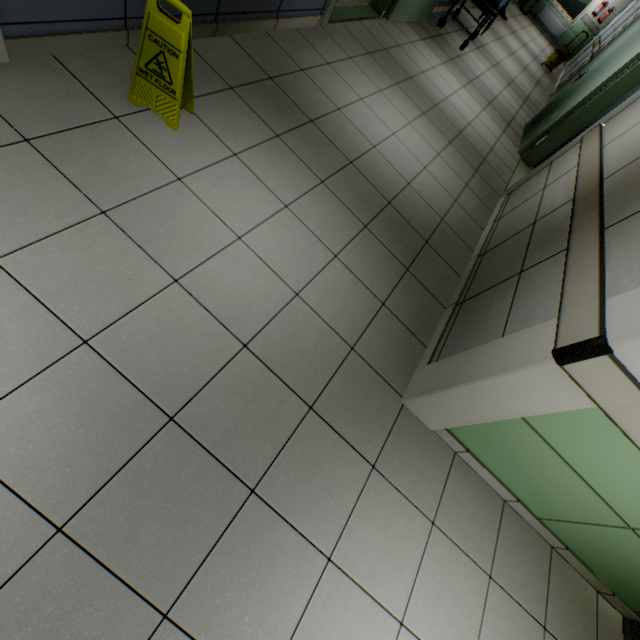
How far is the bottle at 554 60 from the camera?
9.3m

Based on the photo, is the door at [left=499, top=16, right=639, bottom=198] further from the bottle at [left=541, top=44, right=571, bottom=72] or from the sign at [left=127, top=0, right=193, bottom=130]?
the bottle at [left=541, top=44, right=571, bottom=72]

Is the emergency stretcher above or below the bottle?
above

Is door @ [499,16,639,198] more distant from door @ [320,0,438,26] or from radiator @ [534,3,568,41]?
radiator @ [534,3,568,41]

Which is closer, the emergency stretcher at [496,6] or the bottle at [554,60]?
the emergency stretcher at [496,6]

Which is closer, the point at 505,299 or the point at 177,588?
the point at 177,588

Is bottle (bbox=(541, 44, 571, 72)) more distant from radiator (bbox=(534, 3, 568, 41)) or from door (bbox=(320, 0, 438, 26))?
door (bbox=(320, 0, 438, 26))

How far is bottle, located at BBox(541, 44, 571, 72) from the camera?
9.3m
